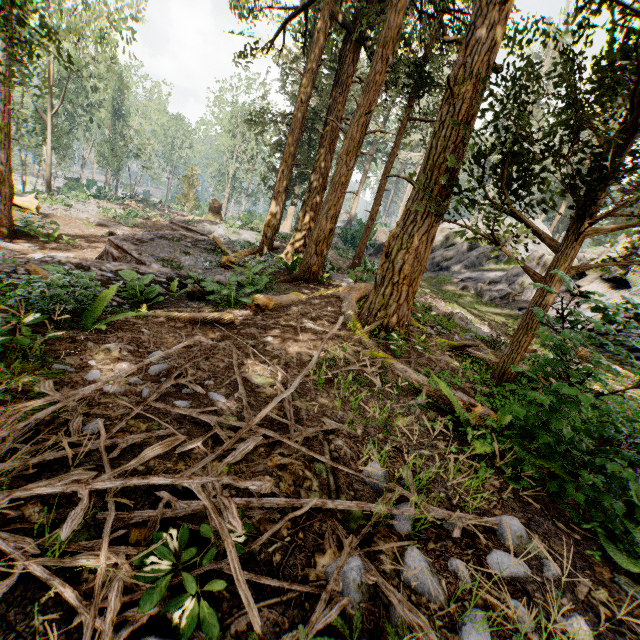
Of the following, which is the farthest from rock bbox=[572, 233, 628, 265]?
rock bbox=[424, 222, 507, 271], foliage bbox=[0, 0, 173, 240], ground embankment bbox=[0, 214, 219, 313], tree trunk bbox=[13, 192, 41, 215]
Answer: tree trunk bbox=[13, 192, 41, 215]

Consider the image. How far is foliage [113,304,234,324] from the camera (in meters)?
5.52

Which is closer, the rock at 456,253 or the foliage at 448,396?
the foliage at 448,396

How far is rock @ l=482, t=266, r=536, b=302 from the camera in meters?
19.0 m

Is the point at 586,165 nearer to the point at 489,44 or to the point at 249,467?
the point at 489,44

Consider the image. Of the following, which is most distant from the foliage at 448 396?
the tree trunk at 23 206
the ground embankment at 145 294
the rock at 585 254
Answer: the tree trunk at 23 206

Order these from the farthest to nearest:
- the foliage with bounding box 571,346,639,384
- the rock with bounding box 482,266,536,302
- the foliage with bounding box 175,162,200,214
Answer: the foliage with bounding box 175,162,200,214, the rock with bounding box 482,266,536,302, the foliage with bounding box 571,346,639,384

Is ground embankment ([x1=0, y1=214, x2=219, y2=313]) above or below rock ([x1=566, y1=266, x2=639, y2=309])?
below
